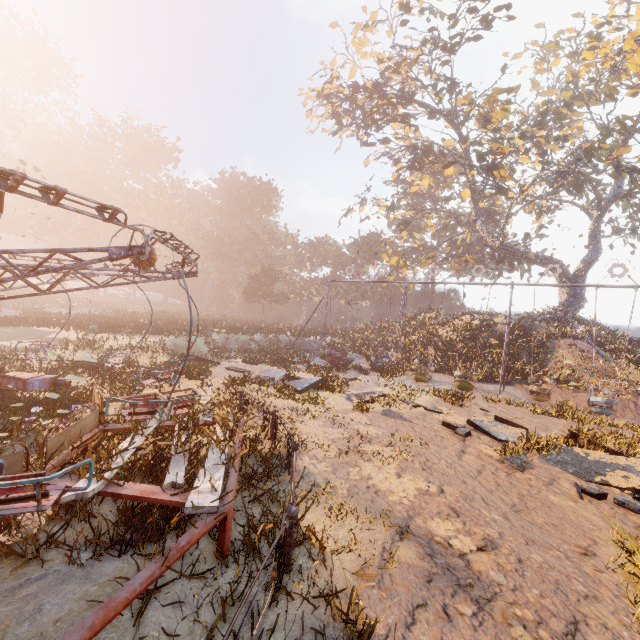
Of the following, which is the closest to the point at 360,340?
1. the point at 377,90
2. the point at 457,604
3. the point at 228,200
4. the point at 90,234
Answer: the point at 377,90

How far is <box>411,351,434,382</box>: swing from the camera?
18.7m

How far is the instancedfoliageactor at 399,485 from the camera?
5.9m

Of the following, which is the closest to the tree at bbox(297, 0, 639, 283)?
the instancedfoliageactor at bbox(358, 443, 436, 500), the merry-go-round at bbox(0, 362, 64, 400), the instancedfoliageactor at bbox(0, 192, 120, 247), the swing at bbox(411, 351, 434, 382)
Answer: the swing at bbox(411, 351, 434, 382)

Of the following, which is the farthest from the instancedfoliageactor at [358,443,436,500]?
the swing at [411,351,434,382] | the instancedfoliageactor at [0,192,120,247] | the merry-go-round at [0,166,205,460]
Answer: the instancedfoliageactor at [0,192,120,247]

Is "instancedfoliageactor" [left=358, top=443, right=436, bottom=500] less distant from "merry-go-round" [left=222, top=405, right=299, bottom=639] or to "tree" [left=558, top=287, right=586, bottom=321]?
"merry-go-round" [left=222, top=405, right=299, bottom=639]

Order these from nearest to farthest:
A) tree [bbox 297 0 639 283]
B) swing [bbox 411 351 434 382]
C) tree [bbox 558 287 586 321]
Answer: swing [bbox 411 351 434 382] → tree [bbox 297 0 639 283] → tree [bbox 558 287 586 321]

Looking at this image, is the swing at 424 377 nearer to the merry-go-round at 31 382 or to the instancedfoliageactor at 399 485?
the instancedfoliageactor at 399 485
